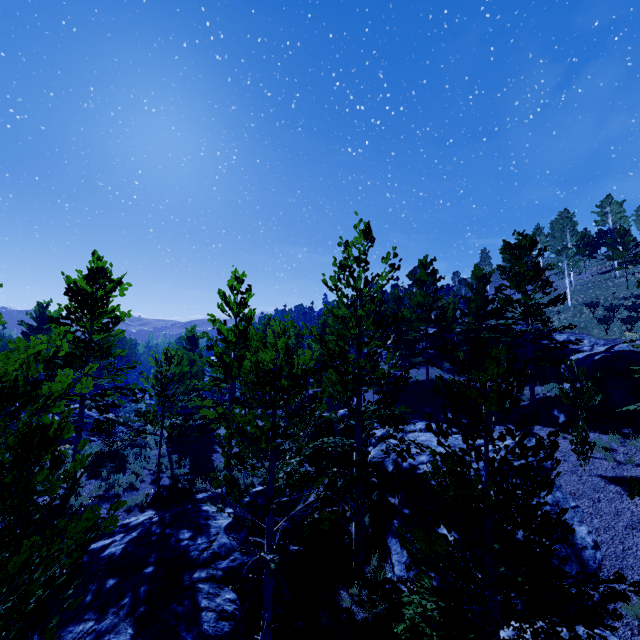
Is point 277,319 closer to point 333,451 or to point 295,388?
point 333,451

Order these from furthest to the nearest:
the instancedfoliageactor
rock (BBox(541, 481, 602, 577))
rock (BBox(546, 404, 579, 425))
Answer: rock (BBox(546, 404, 579, 425)) → rock (BBox(541, 481, 602, 577)) → the instancedfoliageactor

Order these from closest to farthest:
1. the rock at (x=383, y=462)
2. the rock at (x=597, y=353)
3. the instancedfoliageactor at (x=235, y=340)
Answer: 1. the instancedfoliageactor at (x=235, y=340)
2. the rock at (x=383, y=462)
3. the rock at (x=597, y=353)

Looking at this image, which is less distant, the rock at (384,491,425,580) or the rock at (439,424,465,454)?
the rock at (384,491,425,580)

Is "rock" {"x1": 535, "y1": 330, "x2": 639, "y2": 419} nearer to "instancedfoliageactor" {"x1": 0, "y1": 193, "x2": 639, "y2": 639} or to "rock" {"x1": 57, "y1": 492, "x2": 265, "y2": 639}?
"instancedfoliageactor" {"x1": 0, "y1": 193, "x2": 639, "y2": 639}

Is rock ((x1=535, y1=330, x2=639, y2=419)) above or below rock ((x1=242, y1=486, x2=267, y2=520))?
above

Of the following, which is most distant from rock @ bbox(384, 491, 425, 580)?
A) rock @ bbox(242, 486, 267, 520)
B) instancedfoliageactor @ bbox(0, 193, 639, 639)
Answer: rock @ bbox(242, 486, 267, 520)

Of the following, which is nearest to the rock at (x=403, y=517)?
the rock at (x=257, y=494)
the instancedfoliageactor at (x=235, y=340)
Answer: the instancedfoliageactor at (x=235, y=340)
